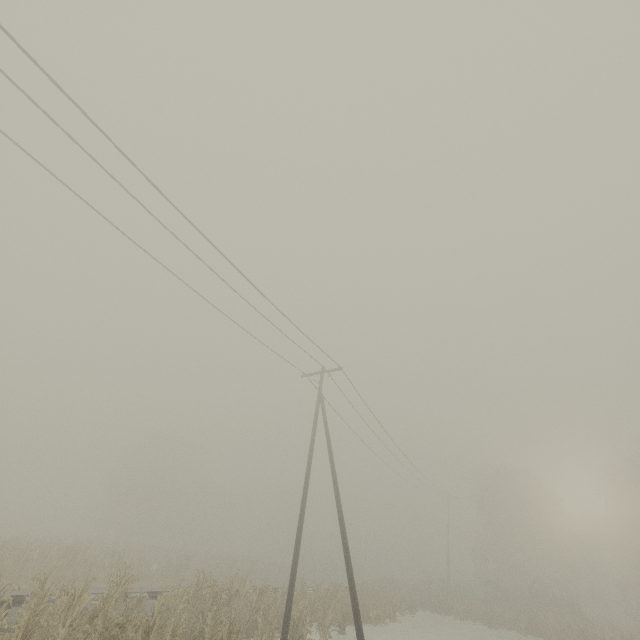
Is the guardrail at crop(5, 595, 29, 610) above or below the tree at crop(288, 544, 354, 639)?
above

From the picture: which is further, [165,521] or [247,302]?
[165,521]

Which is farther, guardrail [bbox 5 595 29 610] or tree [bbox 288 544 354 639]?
tree [bbox 288 544 354 639]

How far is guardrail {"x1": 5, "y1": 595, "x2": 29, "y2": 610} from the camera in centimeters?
1034cm

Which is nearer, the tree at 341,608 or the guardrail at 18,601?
the guardrail at 18,601

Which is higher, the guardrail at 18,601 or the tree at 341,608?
the guardrail at 18,601
